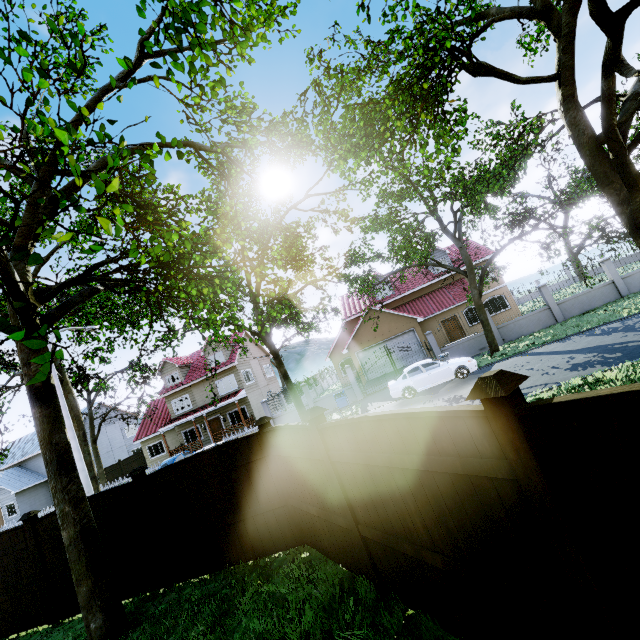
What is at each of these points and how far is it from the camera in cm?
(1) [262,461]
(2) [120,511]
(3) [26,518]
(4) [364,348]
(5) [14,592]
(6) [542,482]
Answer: (1) fence, 661
(2) fence, 731
(3) fence post, 773
(4) garage door, 2628
(5) fence, 786
(6) fence post, 205

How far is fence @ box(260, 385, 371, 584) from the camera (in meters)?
4.75

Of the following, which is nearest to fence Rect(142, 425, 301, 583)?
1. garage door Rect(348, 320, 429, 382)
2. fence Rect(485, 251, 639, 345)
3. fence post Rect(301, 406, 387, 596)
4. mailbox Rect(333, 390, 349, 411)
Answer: fence post Rect(301, 406, 387, 596)

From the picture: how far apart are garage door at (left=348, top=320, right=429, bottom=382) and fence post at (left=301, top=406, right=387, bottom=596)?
21.69m

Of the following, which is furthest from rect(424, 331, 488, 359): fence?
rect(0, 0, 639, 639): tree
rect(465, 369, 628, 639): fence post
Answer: rect(465, 369, 628, 639): fence post

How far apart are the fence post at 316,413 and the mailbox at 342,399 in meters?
13.8

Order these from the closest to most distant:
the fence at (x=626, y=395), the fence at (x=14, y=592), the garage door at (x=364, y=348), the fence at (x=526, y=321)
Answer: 1. the fence at (x=626, y=395)
2. the fence at (x=14, y=592)
3. the fence at (x=526, y=321)
4. the garage door at (x=364, y=348)

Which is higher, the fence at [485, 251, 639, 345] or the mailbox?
the mailbox
